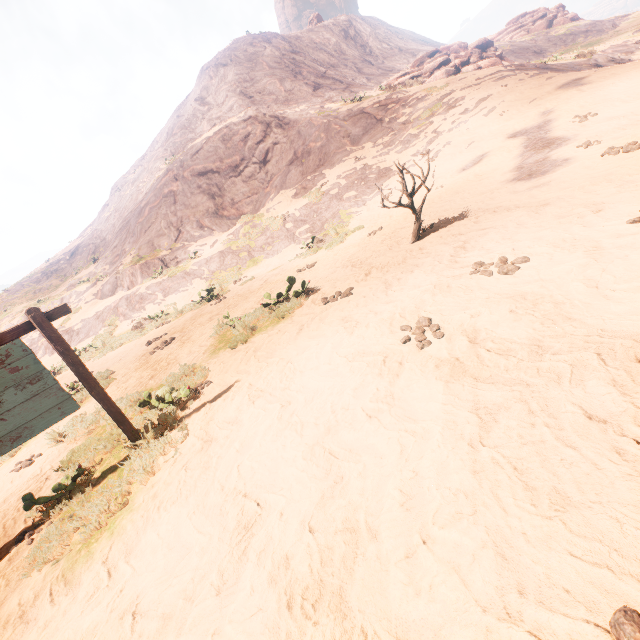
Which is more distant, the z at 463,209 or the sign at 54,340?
the sign at 54,340

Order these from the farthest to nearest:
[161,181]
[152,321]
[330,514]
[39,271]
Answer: [39,271] < [161,181] < [152,321] < [330,514]

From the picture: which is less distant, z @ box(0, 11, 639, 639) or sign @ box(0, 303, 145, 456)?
z @ box(0, 11, 639, 639)
